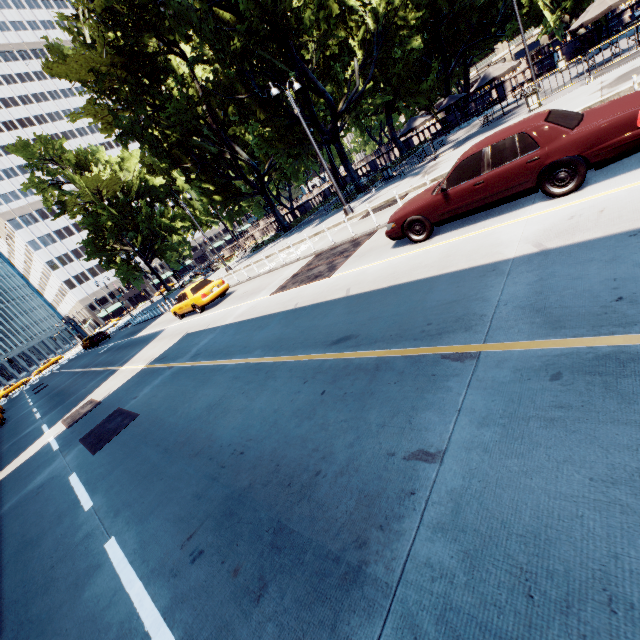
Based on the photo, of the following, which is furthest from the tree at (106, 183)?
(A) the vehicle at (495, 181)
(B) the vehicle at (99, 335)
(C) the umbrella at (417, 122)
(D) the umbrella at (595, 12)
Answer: (A) the vehicle at (495, 181)

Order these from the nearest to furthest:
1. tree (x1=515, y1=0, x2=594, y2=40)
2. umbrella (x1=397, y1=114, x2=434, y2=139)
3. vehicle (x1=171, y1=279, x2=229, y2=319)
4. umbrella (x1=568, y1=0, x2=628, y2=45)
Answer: umbrella (x1=568, y1=0, x2=628, y2=45) < vehicle (x1=171, y1=279, x2=229, y2=319) < umbrella (x1=397, y1=114, x2=434, y2=139) < tree (x1=515, y1=0, x2=594, y2=40)

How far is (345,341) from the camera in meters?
5.7

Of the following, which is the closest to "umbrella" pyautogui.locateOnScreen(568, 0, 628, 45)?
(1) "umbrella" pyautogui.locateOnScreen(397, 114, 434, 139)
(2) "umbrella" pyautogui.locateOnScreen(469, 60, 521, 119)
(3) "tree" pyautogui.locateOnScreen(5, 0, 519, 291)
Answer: (2) "umbrella" pyautogui.locateOnScreen(469, 60, 521, 119)

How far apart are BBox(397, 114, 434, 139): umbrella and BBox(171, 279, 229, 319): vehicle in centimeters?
1700cm

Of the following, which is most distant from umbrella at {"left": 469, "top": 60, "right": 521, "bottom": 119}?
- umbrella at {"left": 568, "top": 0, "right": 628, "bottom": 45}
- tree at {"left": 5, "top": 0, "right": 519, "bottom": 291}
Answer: tree at {"left": 5, "top": 0, "right": 519, "bottom": 291}

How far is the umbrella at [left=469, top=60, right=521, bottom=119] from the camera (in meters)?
19.10

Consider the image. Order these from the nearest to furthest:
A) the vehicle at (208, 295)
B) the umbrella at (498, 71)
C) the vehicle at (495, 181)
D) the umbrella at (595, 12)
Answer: the vehicle at (495, 181) → the umbrella at (595, 12) → the vehicle at (208, 295) → the umbrella at (498, 71)
